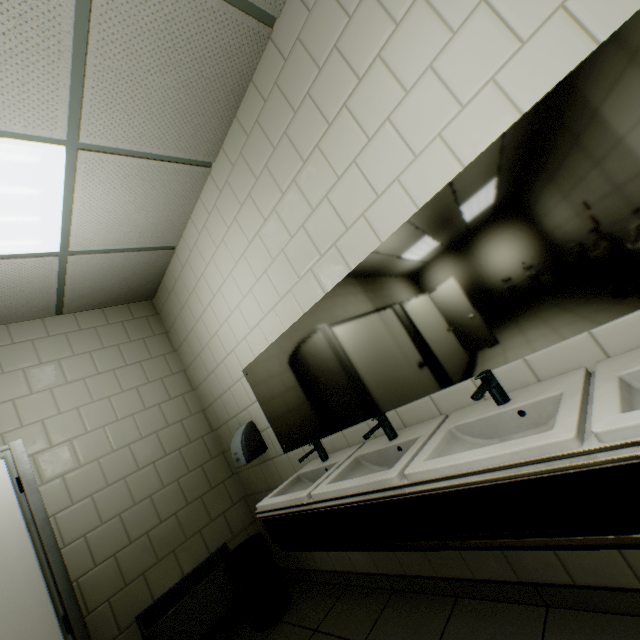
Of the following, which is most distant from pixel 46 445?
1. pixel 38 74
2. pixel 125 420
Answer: pixel 38 74

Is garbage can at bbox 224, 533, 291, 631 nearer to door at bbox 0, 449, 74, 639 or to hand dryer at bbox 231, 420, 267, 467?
hand dryer at bbox 231, 420, 267, 467

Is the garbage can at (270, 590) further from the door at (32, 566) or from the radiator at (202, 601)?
the door at (32, 566)

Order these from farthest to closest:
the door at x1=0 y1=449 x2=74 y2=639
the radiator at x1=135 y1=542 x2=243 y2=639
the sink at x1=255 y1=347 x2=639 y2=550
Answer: the radiator at x1=135 y1=542 x2=243 y2=639 < the door at x1=0 y1=449 x2=74 y2=639 < the sink at x1=255 y1=347 x2=639 y2=550

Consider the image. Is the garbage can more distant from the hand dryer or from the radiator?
the hand dryer

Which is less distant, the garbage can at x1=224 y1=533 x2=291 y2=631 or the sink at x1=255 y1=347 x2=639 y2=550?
the sink at x1=255 y1=347 x2=639 y2=550

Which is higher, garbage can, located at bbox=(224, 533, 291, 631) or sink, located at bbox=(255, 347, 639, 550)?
sink, located at bbox=(255, 347, 639, 550)

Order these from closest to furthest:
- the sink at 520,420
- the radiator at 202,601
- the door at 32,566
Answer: the sink at 520,420
the door at 32,566
the radiator at 202,601
